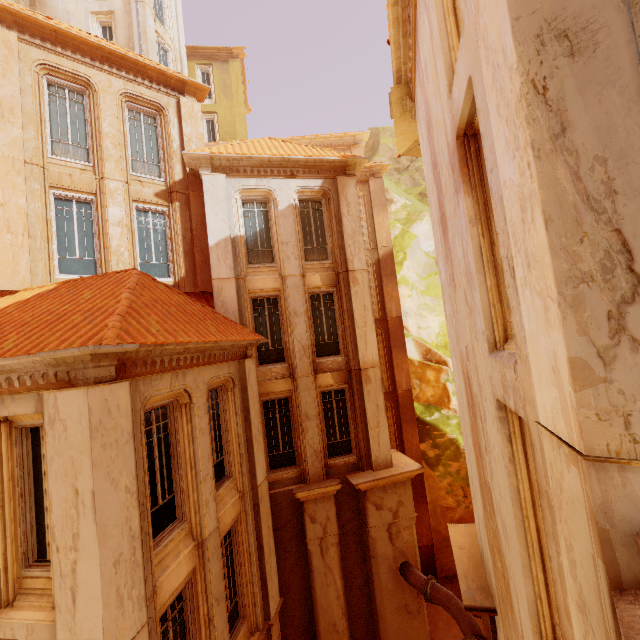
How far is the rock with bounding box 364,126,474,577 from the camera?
16.8m

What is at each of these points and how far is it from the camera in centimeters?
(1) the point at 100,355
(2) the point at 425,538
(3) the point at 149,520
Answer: (1) trim, 477cm
(2) column, 1609cm
(3) window, 574cm

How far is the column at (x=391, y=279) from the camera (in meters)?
16.45

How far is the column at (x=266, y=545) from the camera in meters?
9.6

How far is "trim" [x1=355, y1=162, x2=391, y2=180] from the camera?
17.1 meters

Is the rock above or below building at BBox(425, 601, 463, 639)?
above

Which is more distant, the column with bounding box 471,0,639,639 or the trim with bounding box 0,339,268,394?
the trim with bounding box 0,339,268,394

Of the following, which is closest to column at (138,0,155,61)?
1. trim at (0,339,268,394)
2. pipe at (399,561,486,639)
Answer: trim at (0,339,268,394)
